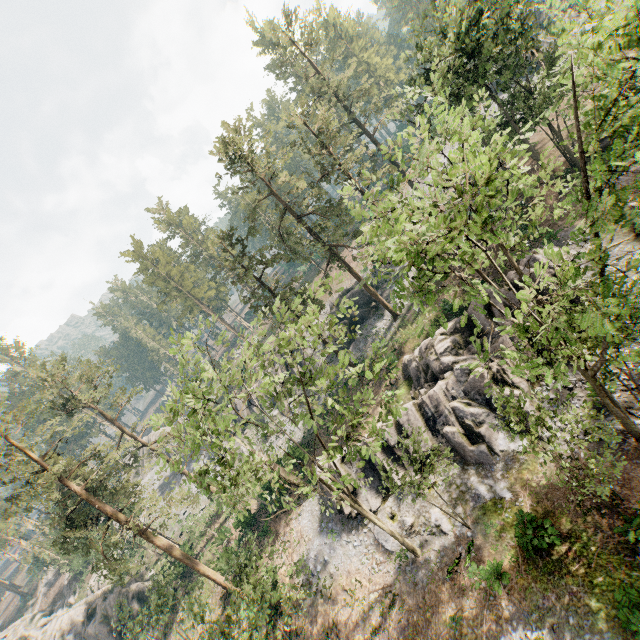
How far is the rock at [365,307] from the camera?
41.3 meters

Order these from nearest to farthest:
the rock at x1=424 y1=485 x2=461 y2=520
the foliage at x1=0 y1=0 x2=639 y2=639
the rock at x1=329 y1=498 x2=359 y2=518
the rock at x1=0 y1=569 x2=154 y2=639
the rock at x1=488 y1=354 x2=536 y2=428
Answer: the foliage at x1=0 y1=0 x2=639 y2=639, the rock at x1=488 y1=354 x2=536 y2=428, the rock at x1=424 y1=485 x2=461 y2=520, the rock at x1=329 y1=498 x2=359 y2=518, the rock at x1=0 y1=569 x2=154 y2=639

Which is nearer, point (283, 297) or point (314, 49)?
point (283, 297)

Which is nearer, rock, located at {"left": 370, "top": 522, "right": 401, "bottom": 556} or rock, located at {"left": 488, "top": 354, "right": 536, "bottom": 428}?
rock, located at {"left": 488, "top": 354, "right": 536, "bottom": 428}

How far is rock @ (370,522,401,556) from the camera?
22.33m

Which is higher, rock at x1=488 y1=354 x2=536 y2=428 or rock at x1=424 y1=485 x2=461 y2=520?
rock at x1=488 y1=354 x2=536 y2=428

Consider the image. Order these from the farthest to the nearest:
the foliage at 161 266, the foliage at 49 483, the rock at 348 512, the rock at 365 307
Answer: the foliage at 161 266 → the rock at 365 307 → the rock at 348 512 → the foliage at 49 483
